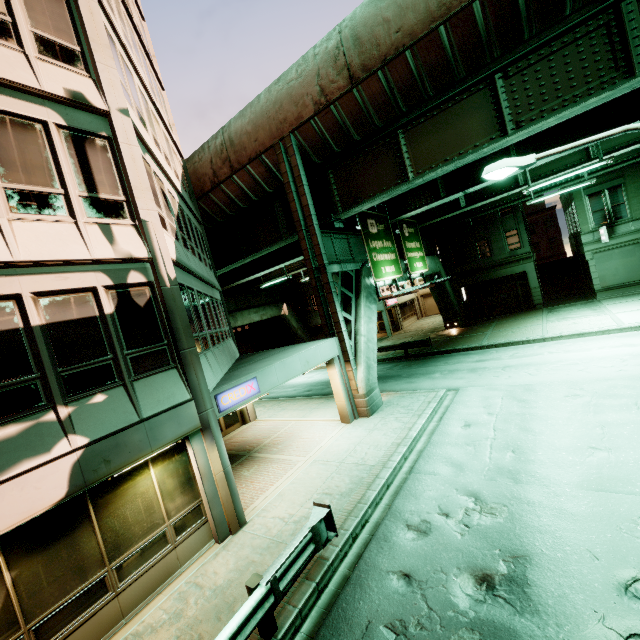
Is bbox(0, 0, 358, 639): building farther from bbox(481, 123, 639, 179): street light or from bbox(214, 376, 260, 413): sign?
bbox(481, 123, 639, 179): street light

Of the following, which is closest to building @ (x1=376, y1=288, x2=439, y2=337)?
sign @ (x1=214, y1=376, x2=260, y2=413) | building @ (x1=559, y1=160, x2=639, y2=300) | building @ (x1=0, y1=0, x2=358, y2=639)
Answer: building @ (x1=559, y1=160, x2=639, y2=300)

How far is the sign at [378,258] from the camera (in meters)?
16.17

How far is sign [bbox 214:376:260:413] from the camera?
8.9 meters

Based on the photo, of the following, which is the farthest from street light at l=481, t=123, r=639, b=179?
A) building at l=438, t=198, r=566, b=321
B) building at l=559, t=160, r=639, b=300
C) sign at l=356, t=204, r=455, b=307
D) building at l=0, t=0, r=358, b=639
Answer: building at l=438, t=198, r=566, b=321

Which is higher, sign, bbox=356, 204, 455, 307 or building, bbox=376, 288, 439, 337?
sign, bbox=356, 204, 455, 307

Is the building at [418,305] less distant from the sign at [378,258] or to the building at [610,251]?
the building at [610,251]

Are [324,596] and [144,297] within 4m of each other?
no
